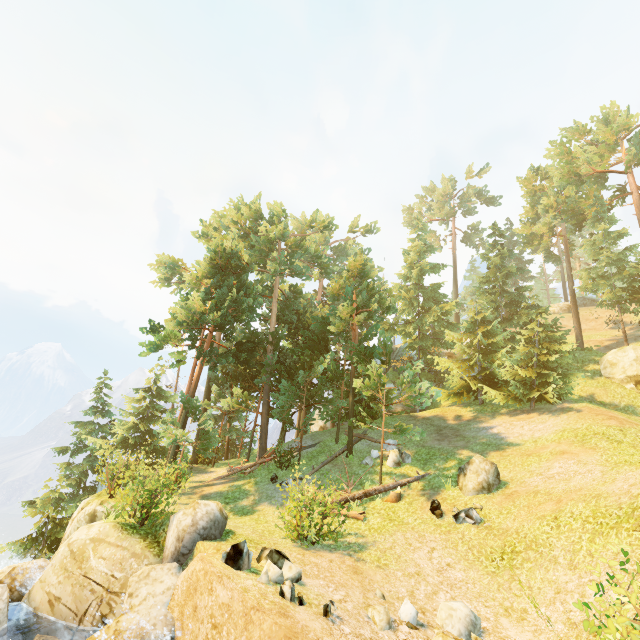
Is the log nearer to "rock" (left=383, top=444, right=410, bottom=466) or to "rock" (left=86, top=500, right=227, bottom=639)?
"rock" (left=383, top=444, right=410, bottom=466)

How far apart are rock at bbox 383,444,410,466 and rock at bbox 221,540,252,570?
11.3m

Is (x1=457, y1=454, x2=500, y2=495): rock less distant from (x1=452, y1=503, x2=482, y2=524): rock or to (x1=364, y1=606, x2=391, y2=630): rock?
(x1=452, y1=503, x2=482, y2=524): rock

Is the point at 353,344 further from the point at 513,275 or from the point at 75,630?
the point at 513,275

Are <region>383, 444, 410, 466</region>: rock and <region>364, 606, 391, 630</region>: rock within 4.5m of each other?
no

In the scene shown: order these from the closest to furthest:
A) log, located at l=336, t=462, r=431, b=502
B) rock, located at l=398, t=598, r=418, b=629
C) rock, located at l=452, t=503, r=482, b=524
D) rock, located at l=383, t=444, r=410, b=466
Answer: rock, located at l=398, t=598, r=418, b=629 < rock, located at l=452, t=503, r=482, b=524 < log, located at l=336, t=462, r=431, b=502 < rock, located at l=383, t=444, r=410, b=466

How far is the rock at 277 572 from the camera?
7.4 meters

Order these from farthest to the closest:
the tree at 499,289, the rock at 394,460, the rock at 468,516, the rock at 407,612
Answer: the tree at 499,289 → the rock at 394,460 → the rock at 468,516 → the rock at 407,612
